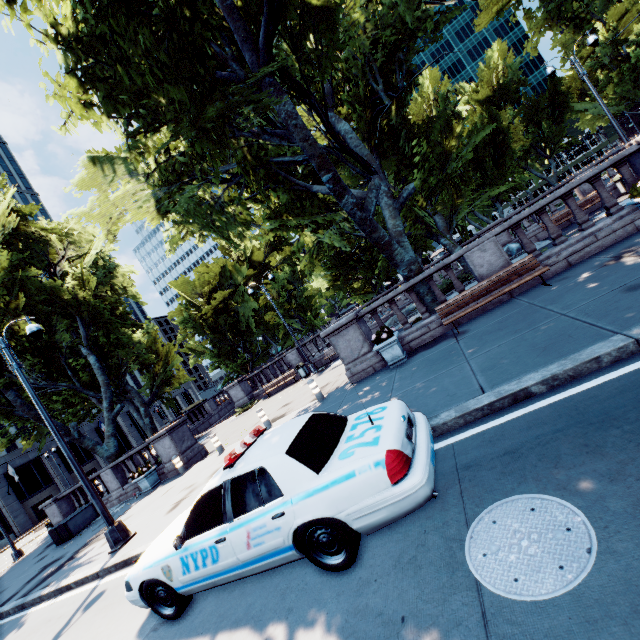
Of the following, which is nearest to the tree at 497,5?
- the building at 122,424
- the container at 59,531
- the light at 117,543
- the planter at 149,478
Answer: the container at 59,531

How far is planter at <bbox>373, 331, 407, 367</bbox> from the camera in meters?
9.9

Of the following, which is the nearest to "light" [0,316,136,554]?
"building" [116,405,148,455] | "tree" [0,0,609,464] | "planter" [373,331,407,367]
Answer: "tree" [0,0,609,464]

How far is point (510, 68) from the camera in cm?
4781

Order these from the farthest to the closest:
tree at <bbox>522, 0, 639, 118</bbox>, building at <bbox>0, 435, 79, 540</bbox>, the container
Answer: building at <bbox>0, 435, 79, 540</bbox>
tree at <bbox>522, 0, 639, 118</bbox>
the container

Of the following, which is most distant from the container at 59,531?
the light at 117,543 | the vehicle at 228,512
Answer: the vehicle at 228,512

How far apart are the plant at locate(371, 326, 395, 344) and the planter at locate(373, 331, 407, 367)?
0.0m

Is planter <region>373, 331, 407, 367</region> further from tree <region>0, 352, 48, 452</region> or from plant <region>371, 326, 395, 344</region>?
tree <region>0, 352, 48, 452</region>
